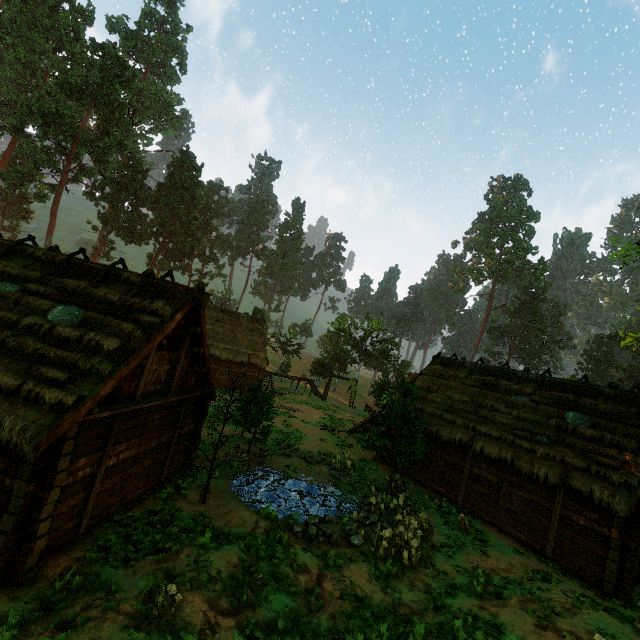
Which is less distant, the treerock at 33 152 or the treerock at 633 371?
the treerock at 33 152

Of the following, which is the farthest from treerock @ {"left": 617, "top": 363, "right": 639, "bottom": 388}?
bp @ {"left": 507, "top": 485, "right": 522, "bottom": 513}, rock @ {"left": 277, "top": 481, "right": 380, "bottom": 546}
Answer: bp @ {"left": 507, "top": 485, "right": 522, "bottom": 513}

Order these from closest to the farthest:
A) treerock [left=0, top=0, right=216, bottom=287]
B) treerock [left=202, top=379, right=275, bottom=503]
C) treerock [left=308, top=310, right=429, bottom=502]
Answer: treerock [left=202, top=379, right=275, bottom=503]
treerock [left=308, top=310, right=429, bottom=502]
treerock [left=0, top=0, right=216, bottom=287]

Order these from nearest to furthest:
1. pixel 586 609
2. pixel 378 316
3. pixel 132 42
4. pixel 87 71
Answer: pixel 586 609, pixel 378 316, pixel 87 71, pixel 132 42

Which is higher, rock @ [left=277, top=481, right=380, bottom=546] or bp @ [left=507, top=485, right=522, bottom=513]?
bp @ [left=507, top=485, right=522, bottom=513]

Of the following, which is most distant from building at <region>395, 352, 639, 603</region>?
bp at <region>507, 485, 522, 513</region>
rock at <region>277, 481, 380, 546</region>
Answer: rock at <region>277, 481, 380, 546</region>

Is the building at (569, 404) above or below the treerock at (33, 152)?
below

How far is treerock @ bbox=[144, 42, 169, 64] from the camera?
58.9m
